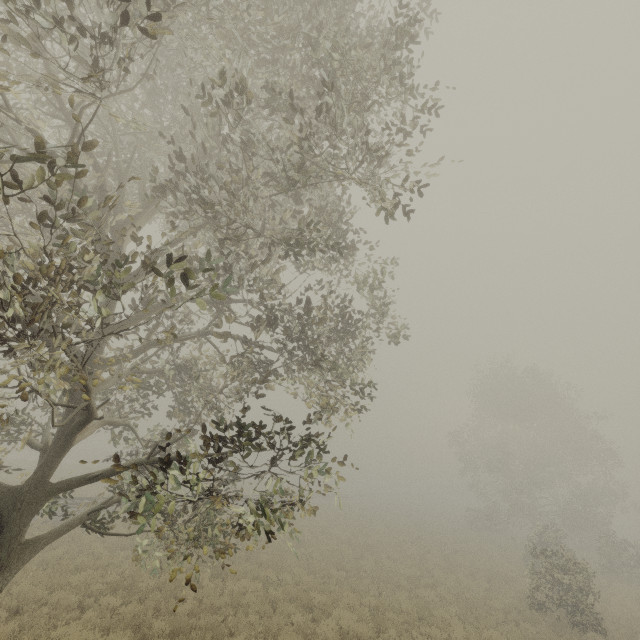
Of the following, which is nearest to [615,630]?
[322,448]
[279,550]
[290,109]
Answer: [279,550]
